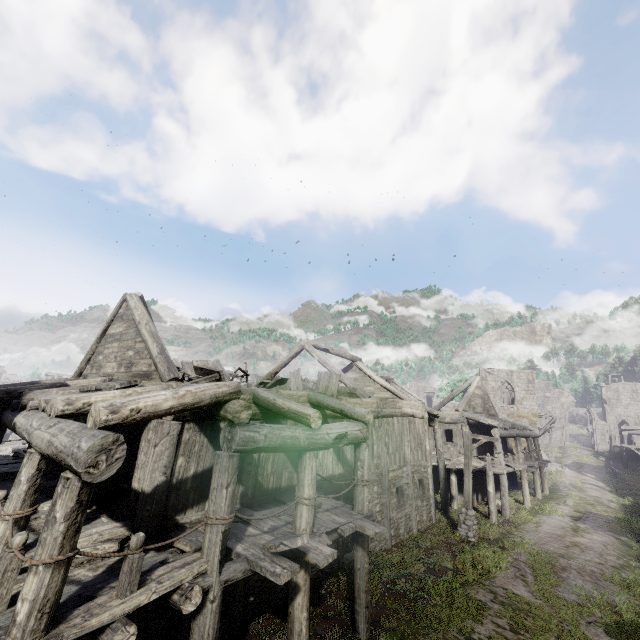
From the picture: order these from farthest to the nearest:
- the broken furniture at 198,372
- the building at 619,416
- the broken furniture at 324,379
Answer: the building at 619,416
the broken furniture at 324,379
the broken furniture at 198,372

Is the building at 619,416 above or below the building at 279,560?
above

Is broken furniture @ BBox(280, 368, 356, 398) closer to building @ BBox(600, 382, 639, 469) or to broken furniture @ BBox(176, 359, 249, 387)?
building @ BBox(600, 382, 639, 469)

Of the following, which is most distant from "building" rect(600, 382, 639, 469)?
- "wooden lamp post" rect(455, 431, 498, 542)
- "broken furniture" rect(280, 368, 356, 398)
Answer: "wooden lamp post" rect(455, 431, 498, 542)

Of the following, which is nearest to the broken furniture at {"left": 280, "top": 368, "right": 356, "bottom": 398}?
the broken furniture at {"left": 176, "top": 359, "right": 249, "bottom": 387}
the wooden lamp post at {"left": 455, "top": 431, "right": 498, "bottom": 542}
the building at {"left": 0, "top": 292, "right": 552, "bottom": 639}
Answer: the building at {"left": 0, "top": 292, "right": 552, "bottom": 639}

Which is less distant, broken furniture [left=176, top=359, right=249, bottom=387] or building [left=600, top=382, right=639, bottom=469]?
broken furniture [left=176, top=359, right=249, bottom=387]

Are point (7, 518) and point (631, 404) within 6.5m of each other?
no

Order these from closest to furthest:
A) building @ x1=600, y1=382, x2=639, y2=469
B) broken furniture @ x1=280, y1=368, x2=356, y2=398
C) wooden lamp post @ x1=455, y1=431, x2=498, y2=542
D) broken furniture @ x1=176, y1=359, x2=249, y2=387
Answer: broken furniture @ x1=176, y1=359, x2=249, y2=387 < broken furniture @ x1=280, y1=368, x2=356, y2=398 < wooden lamp post @ x1=455, y1=431, x2=498, y2=542 < building @ x1=600, y1=382, x2=639, y2=469
